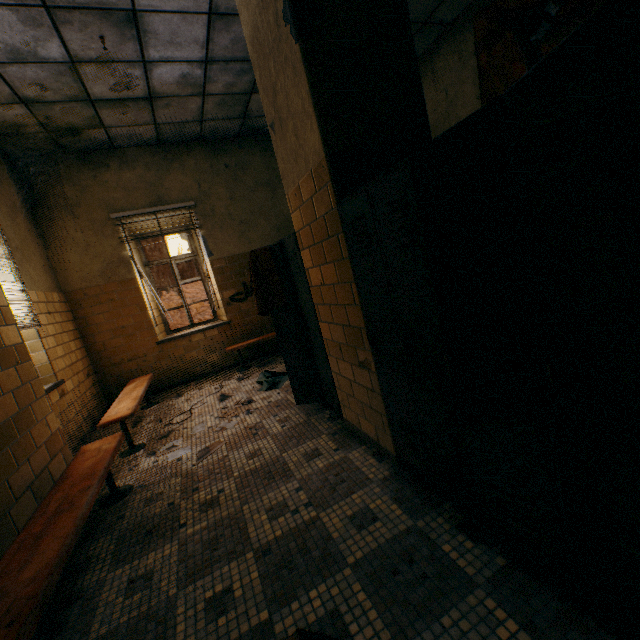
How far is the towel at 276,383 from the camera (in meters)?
4.31

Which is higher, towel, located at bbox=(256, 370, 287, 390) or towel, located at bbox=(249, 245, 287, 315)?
towel, located at bbox=(249, 245, 287, 315)

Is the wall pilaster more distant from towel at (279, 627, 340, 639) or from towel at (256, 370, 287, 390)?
towel at (256, 370, 287, 390)

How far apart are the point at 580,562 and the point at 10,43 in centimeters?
525cm

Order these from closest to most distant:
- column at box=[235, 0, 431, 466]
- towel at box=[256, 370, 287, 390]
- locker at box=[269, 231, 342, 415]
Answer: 1. column at box=[235, 0, 431, 466]
2. locker at box=[269, 231, 342, 415]
3. towel at box=[256, 370, 287, 390]

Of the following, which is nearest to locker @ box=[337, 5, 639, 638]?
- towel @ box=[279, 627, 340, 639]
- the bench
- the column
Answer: the column

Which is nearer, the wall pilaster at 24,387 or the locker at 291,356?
the wall pilaster at 24,387

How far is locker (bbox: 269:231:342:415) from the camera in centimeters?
276cm
